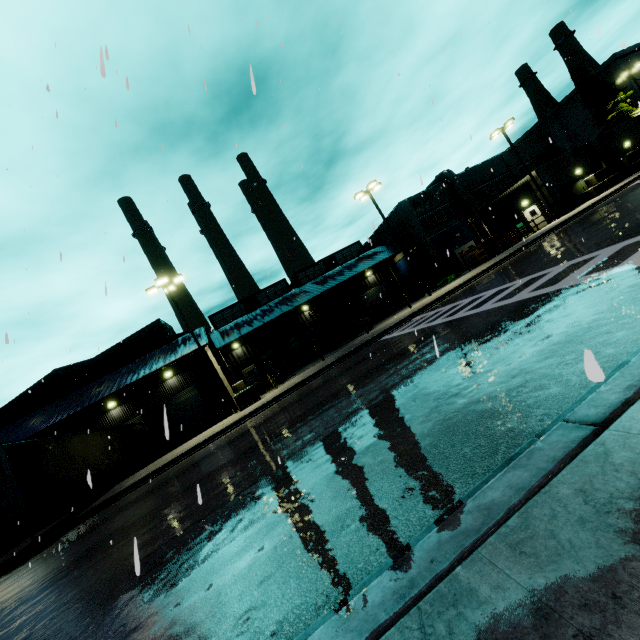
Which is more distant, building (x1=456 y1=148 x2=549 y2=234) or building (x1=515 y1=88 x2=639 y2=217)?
building (x1=456 y1=148 x2=549 y2=234)

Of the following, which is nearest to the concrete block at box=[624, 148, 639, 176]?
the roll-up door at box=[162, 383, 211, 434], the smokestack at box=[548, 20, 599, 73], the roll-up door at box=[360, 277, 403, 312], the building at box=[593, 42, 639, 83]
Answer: the building at box=[593, 42, 639, 83]

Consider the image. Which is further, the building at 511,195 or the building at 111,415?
the building at 511,195

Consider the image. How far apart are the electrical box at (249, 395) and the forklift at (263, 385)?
3.8 meters

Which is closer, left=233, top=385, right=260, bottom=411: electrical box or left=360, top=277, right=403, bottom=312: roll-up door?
left=233, top=385, right=260, bottom=411: electrical box

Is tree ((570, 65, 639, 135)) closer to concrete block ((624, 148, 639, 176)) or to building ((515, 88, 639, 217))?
building ((515, 88, 639, 217))

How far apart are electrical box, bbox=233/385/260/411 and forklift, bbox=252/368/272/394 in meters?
3.8

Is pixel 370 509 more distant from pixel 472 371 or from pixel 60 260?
pixel 60 260
